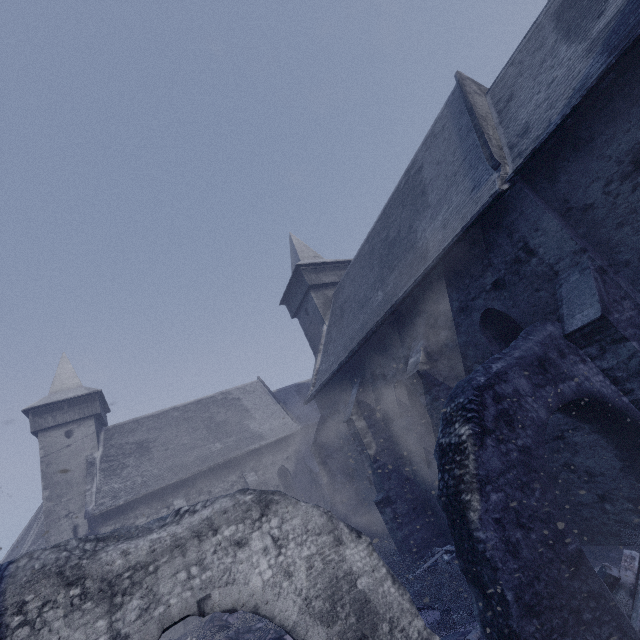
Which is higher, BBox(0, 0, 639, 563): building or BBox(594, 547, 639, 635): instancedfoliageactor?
BBox(0, 0, 639, 563): building

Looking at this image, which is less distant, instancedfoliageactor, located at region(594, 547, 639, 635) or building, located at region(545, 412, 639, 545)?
instancedfoliageactor, located at region(594, 547, 639, 635)

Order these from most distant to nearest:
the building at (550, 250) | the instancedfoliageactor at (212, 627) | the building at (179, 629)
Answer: the building at (179, 629) < the instancedfoliageactor at (212, 627) < the building at (550, 250)

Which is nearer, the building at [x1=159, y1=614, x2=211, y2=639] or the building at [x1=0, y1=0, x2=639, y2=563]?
the building at [x1=0, y1=0, x2=639, y2=563]

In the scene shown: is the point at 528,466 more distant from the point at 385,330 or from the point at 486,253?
the point at 385,330

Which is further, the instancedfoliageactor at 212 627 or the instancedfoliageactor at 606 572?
the instancedfoliageactor at 212 627

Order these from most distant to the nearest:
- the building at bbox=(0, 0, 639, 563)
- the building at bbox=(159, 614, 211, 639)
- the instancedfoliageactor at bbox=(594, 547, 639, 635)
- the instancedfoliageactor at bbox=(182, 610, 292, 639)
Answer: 1. the building at bbox=(159, 614, 211, 639)
2. the instancedfoliageactor at bbox=(182, 610, 292, 639)
3. the building at bbox=(0, 0, 639, 563)
4. the instancedfoliageactor at bbox=(594, 547, 639, 635)
